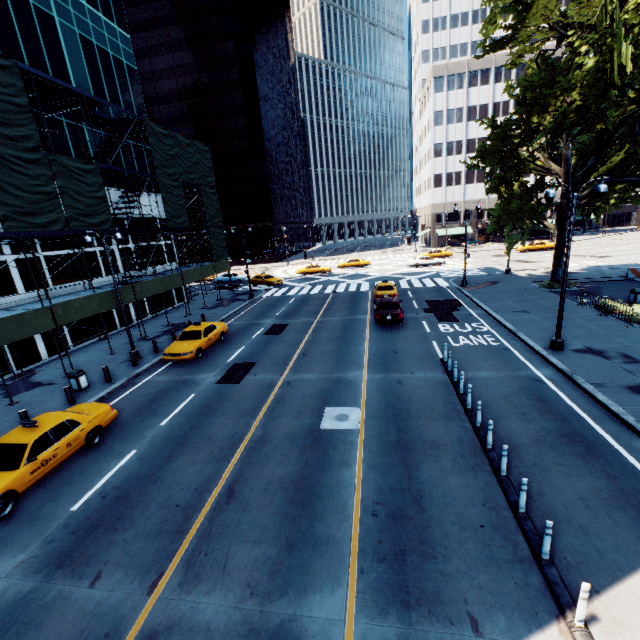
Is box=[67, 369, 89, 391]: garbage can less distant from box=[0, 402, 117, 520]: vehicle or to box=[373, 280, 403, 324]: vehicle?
box=[0, 402, 117, 520]: vehicle

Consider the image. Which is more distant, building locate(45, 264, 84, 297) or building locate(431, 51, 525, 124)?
building locate(431, 51, 525, 124)

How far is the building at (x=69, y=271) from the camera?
20.77m

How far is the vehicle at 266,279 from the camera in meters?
40.2

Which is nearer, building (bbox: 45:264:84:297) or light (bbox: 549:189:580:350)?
light (bbox: 549:189:580:350)

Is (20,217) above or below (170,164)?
below

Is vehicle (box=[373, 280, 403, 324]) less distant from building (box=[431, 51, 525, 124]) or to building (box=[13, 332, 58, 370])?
building (box=[13, 332, 58, 370])

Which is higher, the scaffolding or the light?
the scaffolding
